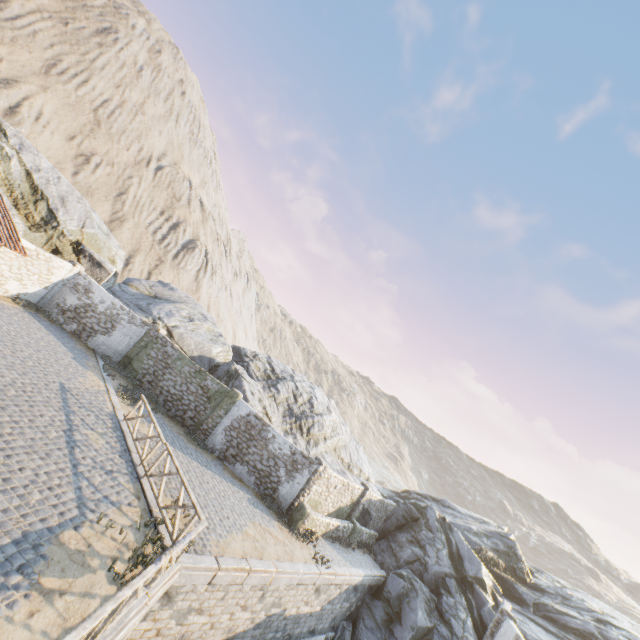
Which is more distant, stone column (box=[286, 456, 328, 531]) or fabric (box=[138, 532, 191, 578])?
stone column (box=[286, 456, 328, 531])

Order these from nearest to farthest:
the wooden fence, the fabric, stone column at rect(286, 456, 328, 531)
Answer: the wooden fence, the fabric, stone column at rect(286, 456, 328, 531)

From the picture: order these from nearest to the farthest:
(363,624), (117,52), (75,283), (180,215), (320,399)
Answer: (363,624) < (75,283) < (320,399) < (117,52) < (180,215)

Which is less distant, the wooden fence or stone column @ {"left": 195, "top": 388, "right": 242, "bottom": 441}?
the wooden fence

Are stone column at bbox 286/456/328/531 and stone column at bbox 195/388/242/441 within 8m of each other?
yes

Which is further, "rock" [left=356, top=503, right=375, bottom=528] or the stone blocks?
"rock" [left=356, top=503, right=375, bottom=528]

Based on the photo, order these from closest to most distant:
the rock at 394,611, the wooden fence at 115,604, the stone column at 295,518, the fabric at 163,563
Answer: the wooden fence at 115,604 < the fabric at 163,563 < the stone column at 295,518 < the rock at 394,611

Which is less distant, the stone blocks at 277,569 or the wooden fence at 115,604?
the wooden fence at 115,604
